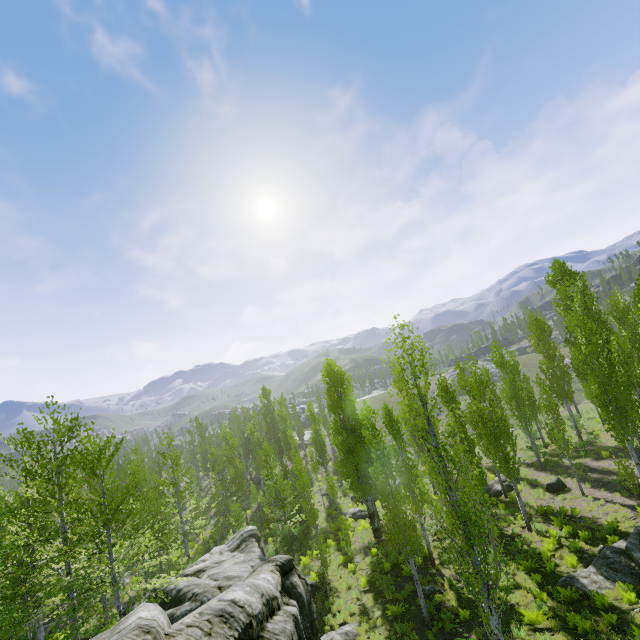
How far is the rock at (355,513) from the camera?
29.39m

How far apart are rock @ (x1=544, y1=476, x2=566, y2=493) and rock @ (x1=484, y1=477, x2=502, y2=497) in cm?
275

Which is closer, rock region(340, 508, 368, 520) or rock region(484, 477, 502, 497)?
rock region(484, 477, 502, 497)

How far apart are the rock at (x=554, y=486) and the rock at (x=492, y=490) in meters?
2.8 m

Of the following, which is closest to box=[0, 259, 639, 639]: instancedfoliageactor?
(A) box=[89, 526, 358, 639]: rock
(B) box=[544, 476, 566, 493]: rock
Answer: (A) box=[89, 526, 358, 639]: rock

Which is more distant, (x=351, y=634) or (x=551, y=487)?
(x=551, y=487)

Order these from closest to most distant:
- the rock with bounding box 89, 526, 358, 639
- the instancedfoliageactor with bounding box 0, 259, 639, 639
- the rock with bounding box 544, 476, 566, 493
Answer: the rock with bounding box 89, 526, 358, 639
the instancedfoliageactor with bounding box 0, 259, 639, 639
the rock with bounding box 544, 476, 566, 493

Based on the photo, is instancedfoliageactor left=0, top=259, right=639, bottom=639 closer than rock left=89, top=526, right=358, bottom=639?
No
